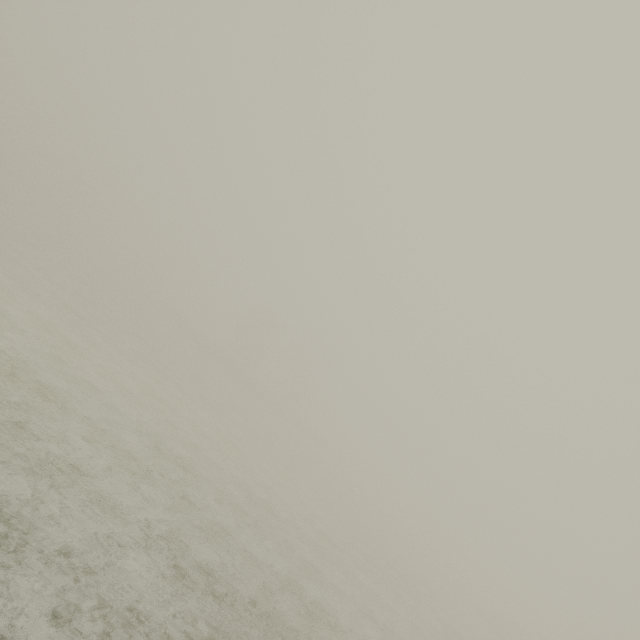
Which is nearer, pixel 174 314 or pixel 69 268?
pixel 69 268
